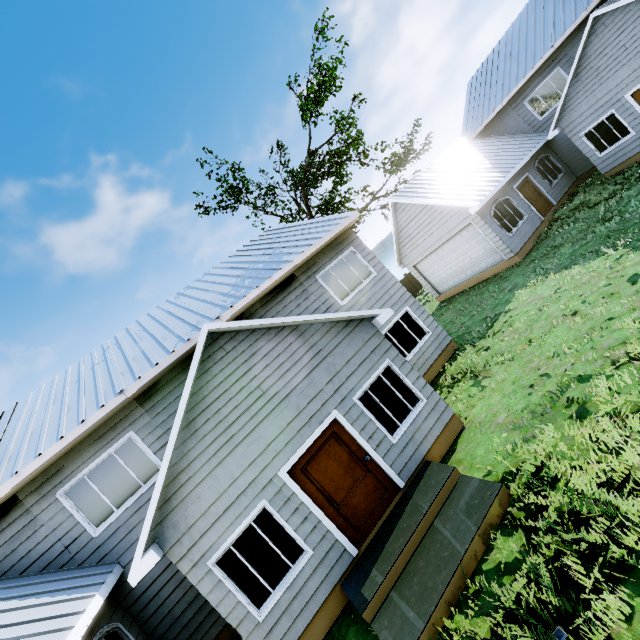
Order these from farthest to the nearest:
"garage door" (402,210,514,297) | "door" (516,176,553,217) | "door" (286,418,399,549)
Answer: "door" (516,176,553,217) < "garage door" (402,210,514,297) < "door" (286,418,399,549)

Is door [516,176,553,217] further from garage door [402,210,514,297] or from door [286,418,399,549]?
door [286,418,399,549]

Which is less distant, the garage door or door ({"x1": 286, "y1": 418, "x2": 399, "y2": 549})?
door ({"x1": 286, "y1": 418, "x2": 399, "y2": 549})

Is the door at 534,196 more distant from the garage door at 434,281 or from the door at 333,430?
the door at 333,430

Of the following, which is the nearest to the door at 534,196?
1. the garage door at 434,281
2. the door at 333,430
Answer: the garage door at 434,281

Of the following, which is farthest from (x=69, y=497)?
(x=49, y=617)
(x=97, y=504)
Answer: (x=49, y=617)

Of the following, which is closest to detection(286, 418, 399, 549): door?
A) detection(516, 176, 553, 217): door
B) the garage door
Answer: the garage door
